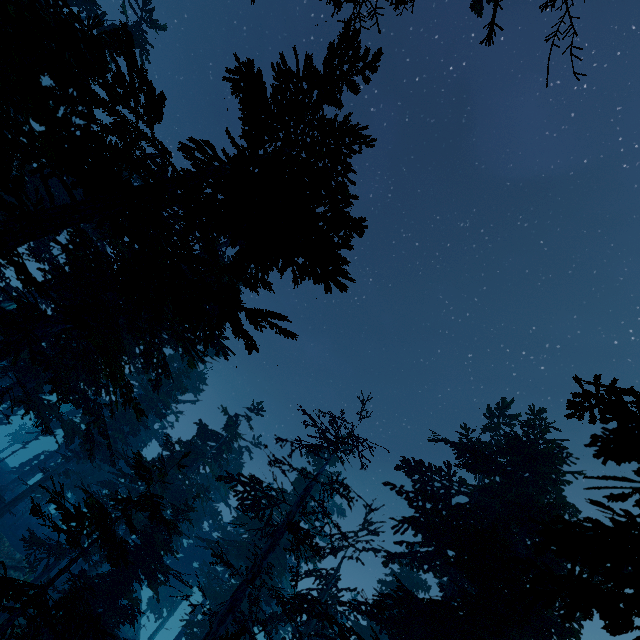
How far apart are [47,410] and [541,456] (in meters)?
27.74
